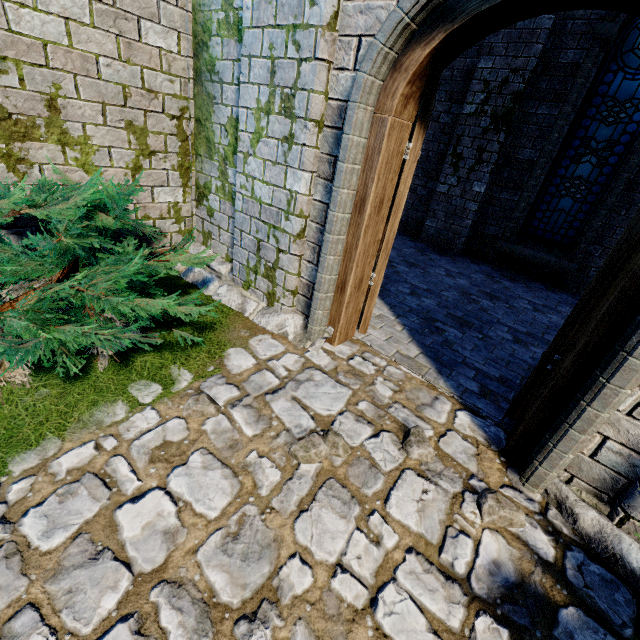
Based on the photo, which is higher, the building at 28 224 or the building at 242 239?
the building at 242 239

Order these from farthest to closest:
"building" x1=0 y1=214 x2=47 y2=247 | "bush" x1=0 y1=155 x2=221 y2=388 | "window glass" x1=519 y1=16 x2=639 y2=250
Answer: Answer: "window glass" x1=519 y1=16 x2=639 y2=250 < "building" x1=0 y1=214 x2=47 y2=247 < "bush" x1=0 y1=155 x2=221 y2=388

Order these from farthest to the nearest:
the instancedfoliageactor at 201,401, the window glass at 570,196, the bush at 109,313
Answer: the window glass at 570,196 < the instancedfoliageactor at 201,401 < the bush at 109,313

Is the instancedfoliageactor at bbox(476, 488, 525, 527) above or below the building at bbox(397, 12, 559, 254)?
below

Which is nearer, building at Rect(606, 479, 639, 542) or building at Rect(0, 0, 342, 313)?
building at Rect(606, 479, 639, 542)

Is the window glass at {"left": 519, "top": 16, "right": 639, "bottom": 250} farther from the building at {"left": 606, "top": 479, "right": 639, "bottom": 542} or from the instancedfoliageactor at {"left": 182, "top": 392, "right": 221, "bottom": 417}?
the instancedfoliageactor at {"left": 182, "top": 392, "right": 221, "bottom": 417}

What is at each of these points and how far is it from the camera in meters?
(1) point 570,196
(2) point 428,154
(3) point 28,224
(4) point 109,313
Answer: (1) window glass, 6.3
(2) building, 7.3
(3) building, 3.1
(4) bush, 2.3

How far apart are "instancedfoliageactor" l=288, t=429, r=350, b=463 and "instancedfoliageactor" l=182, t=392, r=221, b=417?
0.6 meters
